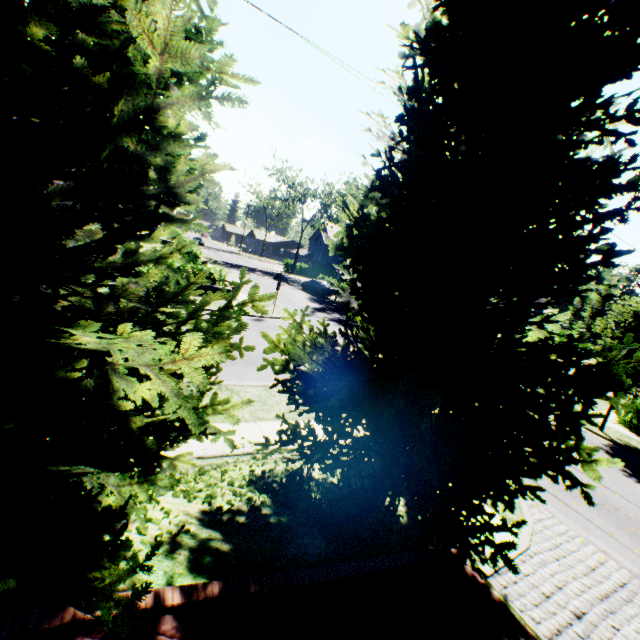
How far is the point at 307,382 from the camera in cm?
528

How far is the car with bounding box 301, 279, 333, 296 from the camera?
35.1m

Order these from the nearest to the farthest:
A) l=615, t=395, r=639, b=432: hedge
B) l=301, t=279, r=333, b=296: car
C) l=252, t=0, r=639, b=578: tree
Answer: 1. l=252, t=0, r=639, b=578: tree
2. l=615, t=395, r=639, b=432: hedge
3. l=301, t=279, r=333, b=296: car

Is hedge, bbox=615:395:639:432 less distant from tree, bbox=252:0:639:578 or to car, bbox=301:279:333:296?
tree, bbox=252:0:639:578

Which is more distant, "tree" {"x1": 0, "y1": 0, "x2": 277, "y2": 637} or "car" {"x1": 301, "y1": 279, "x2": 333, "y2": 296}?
"car" {"x1": 301, "y1": 279, "x2": 333, "y2": 296}

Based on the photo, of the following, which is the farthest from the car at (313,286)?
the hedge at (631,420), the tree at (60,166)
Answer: the hedge at (631,420)

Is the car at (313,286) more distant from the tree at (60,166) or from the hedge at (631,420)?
the hedge at (631,420)
